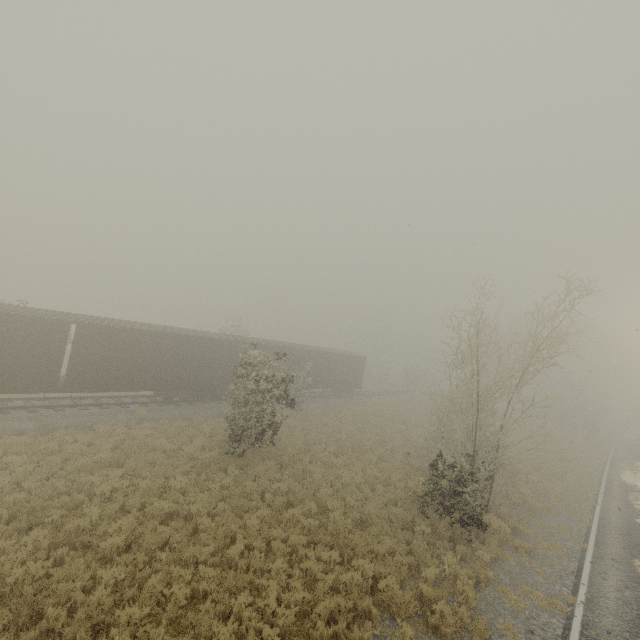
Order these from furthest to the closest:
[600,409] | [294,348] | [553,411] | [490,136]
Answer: [600,409] → [553,411] → [294,348] → [490,136]

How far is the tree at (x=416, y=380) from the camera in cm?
5378

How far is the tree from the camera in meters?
53.8

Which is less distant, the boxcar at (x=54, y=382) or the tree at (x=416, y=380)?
the boxcar at (x=54, y=382)

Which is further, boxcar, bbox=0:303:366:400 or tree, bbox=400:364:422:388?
tree, bbox=400:364:422:388
